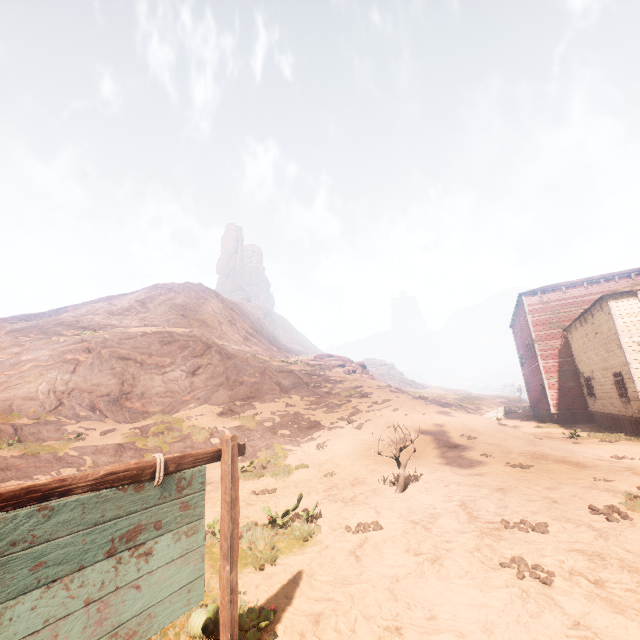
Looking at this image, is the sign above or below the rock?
below

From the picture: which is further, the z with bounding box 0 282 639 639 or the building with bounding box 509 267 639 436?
the building with bounding box 509 267 639 436

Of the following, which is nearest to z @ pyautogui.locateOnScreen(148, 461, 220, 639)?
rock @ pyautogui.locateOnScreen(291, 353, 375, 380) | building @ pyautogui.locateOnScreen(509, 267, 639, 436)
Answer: building @ pyautogui.locateOnScreen(509, 267, 639, 436)

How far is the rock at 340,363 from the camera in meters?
32.9 m

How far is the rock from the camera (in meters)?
32.90

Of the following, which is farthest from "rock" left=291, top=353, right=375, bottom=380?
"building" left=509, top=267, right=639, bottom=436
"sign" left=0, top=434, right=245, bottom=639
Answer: "sign" left=0, top=434, right=245, bottom=639

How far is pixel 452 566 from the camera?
4.9m

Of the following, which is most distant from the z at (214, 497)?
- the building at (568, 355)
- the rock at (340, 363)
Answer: the rock at (340, 363)
